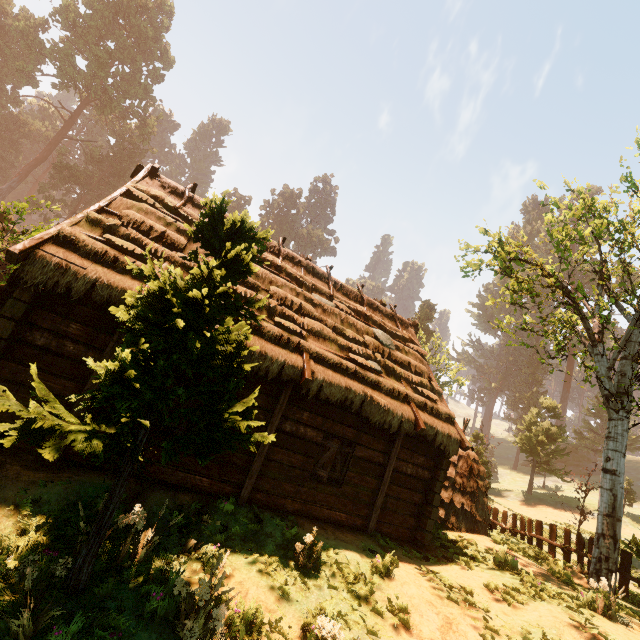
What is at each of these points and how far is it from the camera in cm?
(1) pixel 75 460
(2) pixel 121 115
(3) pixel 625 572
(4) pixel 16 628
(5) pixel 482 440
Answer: (1) building, 641
(2) treerock, 5059
(3) fence, 1038
(4) treerock, 370
(5) treerock, 3406

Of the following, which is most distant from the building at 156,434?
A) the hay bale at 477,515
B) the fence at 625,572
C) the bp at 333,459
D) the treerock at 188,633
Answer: the fence at 625,572

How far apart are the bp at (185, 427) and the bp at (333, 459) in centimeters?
351cm

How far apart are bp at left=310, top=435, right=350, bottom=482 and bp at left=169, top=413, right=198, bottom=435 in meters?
3.5 m

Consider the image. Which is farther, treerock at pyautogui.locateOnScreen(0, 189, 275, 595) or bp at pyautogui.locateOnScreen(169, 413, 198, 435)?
bp at pyautogui.locateOnScreen(169, 413, 198, 435)

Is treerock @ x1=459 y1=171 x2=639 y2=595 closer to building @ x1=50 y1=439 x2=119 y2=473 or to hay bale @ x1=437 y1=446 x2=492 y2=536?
building @ x1=50 y1=439 x2=119 y2=473

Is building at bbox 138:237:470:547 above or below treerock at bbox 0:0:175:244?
below

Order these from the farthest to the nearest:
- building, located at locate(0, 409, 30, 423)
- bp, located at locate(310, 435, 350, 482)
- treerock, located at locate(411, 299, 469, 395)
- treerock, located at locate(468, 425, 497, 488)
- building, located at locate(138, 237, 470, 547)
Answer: treerock, located at locate(411, 299, 469, 395)
treerock, located at locate(468, 425, 497, 488)
bp, located at locate(310, 435, 350, 482)
building, located at locate(138, 237, 470, 547)
building, located at locate(0, 409, 30, 423)
